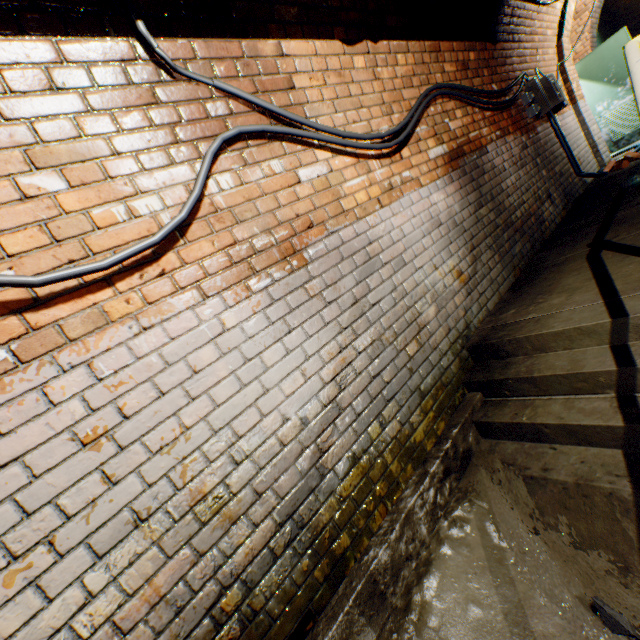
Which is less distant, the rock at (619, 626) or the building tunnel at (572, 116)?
the rock at (619, 626)

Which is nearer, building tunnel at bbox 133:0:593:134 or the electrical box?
building tunnel at bbox 133:0:593:134

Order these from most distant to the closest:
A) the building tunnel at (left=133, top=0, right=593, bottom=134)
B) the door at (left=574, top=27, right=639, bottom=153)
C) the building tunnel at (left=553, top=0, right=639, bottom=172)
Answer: the door at (left=574, top=27, right=639, bottom=153) < the building tunnel at (left=553, top=0, right=639, bottom=172) < the building tunnel at (left=133, top=0, right=593, bottom=134)

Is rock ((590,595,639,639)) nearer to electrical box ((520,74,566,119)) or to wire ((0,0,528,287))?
wire ((0,0,528,287))

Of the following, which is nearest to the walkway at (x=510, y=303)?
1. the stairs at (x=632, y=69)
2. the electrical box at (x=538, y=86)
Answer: the stairs at (x=632, y=69)

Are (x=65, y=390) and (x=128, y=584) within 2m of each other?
yes

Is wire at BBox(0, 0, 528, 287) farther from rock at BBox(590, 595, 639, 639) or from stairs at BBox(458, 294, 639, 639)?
rock at BBox(590, 595, 639, 639)

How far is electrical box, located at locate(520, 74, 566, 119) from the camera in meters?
4.6 m
